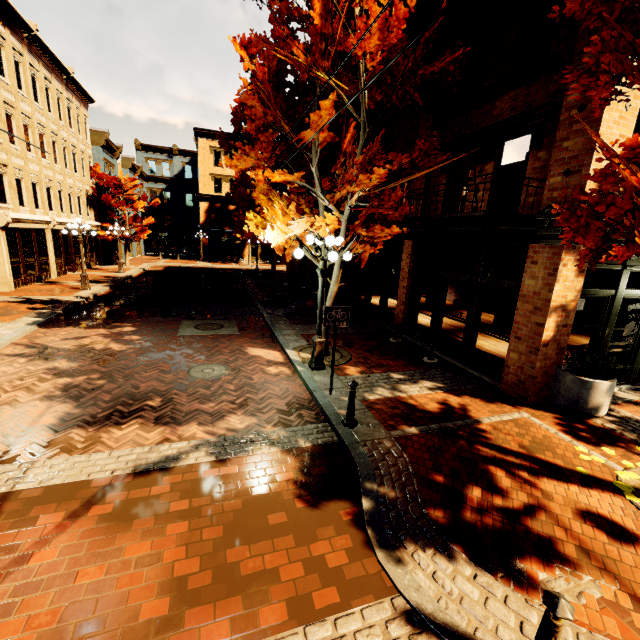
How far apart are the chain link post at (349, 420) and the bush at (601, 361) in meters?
4.9

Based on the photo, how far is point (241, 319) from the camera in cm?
1359

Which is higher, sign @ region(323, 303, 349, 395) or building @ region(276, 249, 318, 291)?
Result: sign @ region(323, 303, 349, 395)

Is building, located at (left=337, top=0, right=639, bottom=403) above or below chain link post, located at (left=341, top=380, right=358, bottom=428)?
above

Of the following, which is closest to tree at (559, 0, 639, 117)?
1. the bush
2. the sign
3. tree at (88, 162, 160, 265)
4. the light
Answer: the light

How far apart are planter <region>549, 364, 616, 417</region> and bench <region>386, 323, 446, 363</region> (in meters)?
2.78

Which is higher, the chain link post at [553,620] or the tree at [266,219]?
the tree at [266,219]

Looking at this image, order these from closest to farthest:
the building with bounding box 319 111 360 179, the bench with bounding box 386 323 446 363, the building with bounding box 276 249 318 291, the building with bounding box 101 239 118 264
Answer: the bench with bounding box 386 323 446 363 → the building with bounding box 319 111 360 179 → the building with bounding box 276 249 318 291 → the building with bounding box 101 239 118 264
